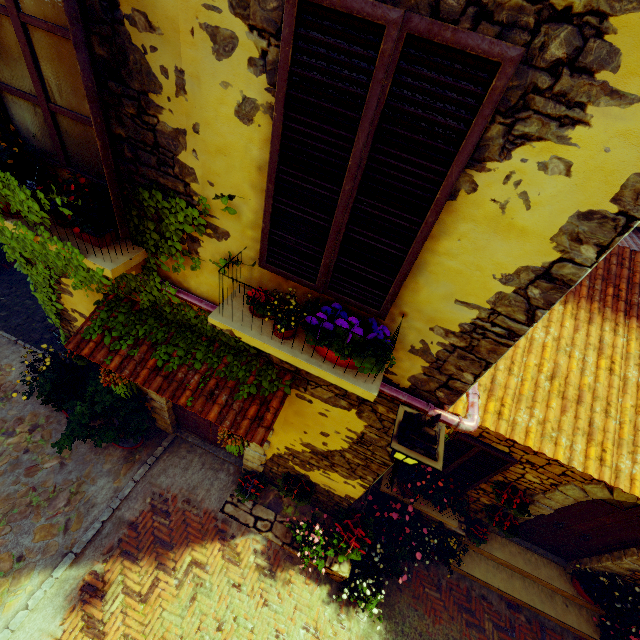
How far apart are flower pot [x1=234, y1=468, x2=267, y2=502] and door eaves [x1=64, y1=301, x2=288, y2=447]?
1.94m

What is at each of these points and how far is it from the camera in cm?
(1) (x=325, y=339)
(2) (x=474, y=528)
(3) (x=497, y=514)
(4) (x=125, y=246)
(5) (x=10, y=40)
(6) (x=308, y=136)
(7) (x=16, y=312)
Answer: (1) flower pot, 247
(2) flower pot, 623
(3) flower pot, 568
(4) window sill, 303
(5) window, 228
(6) window, 194
(7) stair, 687

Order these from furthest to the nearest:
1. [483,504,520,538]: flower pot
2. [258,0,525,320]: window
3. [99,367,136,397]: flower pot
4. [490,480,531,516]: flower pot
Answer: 1. [483,504,520,538]: flower pot
2. [490,480,531,516]: flower pot
3. [99,367,136,397]: flower pot
4. [258,0,525,320]: window

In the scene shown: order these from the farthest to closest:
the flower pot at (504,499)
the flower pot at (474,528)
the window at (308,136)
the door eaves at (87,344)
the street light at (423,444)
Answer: the flower pot at (474,528) < the flower pot at (504,499) < the door eaves at (87,344) < the street light at (423,444) < the window at (308,136)

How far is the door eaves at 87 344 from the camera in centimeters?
336cm

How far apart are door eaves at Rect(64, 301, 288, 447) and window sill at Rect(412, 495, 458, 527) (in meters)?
3.26

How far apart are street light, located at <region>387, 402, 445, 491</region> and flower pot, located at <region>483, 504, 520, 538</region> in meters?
4.2 m

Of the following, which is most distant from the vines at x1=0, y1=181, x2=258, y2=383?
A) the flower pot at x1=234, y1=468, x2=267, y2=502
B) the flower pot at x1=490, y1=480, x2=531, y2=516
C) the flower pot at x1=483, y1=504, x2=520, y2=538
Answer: the flower pot at x1=483, y1=504, x2=520, y2=538
